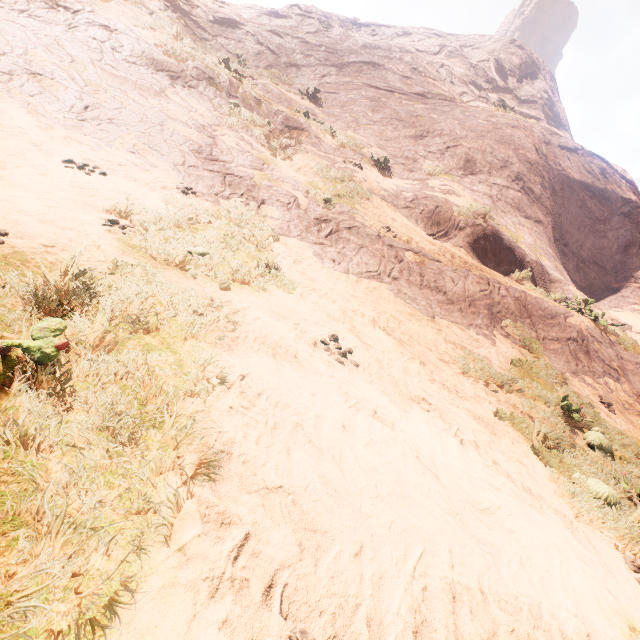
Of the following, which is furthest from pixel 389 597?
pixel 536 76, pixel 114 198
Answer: pixel 536 76
